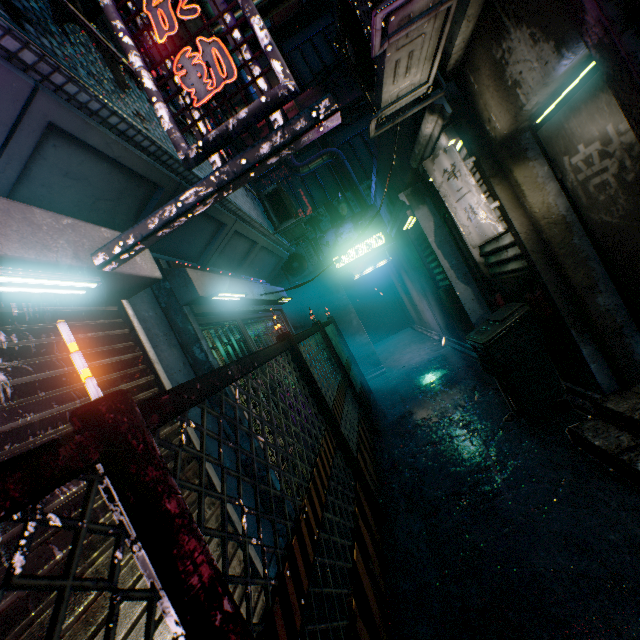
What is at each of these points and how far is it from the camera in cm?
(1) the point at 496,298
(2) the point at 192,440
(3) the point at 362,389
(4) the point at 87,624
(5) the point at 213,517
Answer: (1) mailbox, 344
(2) rolling door, 207
(3) fence, 591
(4) rolling door, 116
(5) rolling door, 195

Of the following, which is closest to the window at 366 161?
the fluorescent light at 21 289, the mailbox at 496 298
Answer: the mailbox at 496 298

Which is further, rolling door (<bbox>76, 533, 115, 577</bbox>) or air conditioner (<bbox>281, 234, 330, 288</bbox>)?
air conditioner (<bbox>281, 234, 330, 288</bbox>)

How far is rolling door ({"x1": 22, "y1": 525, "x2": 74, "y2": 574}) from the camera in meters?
1.1

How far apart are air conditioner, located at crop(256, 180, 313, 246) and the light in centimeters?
174cm

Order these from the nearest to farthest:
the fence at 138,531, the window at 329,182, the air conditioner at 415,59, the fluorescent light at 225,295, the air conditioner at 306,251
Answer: the fence at 138,531 < the air conditioner at 415,59 < the fluorescent light at 225,295 < the air conditioner at 306,251 < the window at 329,182

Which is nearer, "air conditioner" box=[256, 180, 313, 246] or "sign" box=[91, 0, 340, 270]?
"sign" box=[91, 0, 340, 270]

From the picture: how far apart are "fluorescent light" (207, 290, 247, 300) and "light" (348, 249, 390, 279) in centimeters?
423cm
